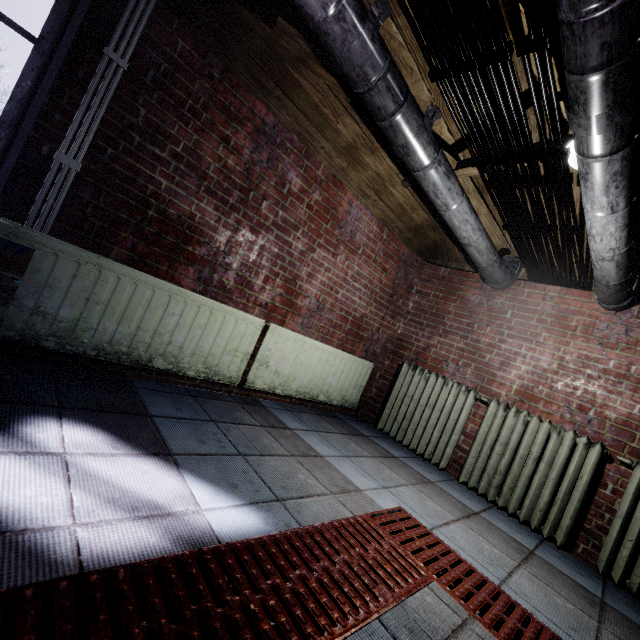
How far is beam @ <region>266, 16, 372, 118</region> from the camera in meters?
1.6

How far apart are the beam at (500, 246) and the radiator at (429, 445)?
1.3 meters

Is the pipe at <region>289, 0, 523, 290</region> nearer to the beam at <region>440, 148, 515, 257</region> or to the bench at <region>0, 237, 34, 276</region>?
the beam at <region>440, 148, 515, 257</region>

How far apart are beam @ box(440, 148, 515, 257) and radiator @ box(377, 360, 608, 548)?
1.3 meters

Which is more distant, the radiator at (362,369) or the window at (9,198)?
the radiator at (362,369)

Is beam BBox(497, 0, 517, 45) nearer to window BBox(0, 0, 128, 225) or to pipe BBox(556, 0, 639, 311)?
pipe BBox(556, 0, 639, 311)

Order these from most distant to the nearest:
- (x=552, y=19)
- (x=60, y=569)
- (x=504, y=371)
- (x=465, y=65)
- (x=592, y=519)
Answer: (x=504, y=371) < (x=592, y=519) < (x=552, y=19) < (x=465, y=65) < (x=60, y=569)

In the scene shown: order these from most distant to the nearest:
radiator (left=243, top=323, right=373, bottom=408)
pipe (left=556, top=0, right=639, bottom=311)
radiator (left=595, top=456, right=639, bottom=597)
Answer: radiator (left=243, top=323, right=373, bottom=408) < radiator (left=595, top=456, right=639, bottom=597) < pipe (left=556, top=0, right=639, bottom=311)
